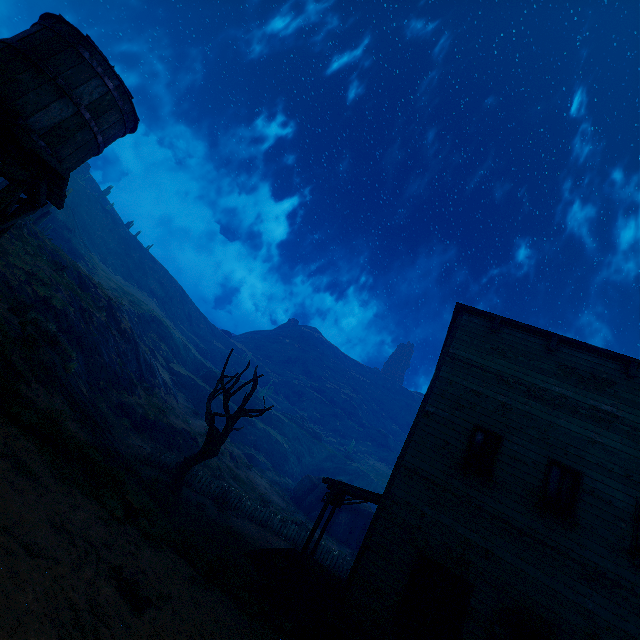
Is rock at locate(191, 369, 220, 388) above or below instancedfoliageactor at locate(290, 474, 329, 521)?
above

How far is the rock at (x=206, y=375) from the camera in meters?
54.8

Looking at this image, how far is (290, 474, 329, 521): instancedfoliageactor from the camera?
35.1m

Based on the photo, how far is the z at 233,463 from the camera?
24.4 meters

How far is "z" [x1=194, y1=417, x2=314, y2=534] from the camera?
24.4 meters

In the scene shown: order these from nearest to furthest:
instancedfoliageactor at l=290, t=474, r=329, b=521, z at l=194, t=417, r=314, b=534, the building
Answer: the building → z at l=194, t=417, r=314, b=534 → instancedfoliageactor at l=290, t=474, r=329, b=521

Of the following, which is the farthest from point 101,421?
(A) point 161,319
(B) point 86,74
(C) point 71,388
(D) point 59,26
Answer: (A) point 161,319

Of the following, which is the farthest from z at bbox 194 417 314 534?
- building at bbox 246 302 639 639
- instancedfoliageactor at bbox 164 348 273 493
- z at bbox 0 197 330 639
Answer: building at bbox 246 302 639 639
